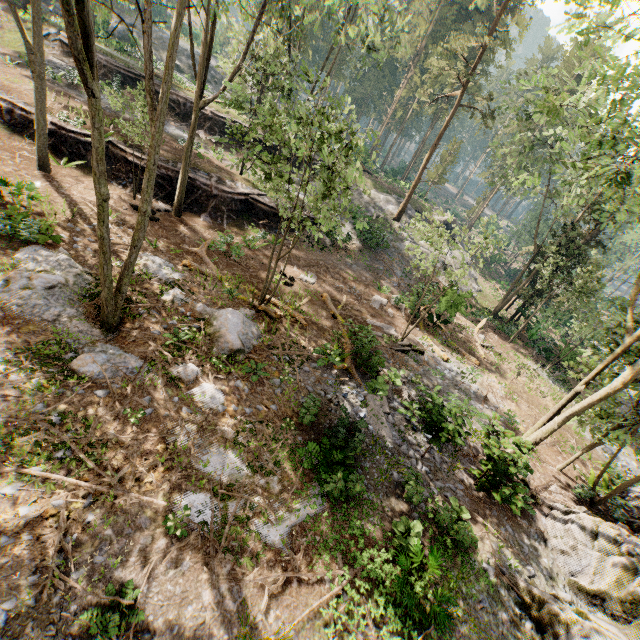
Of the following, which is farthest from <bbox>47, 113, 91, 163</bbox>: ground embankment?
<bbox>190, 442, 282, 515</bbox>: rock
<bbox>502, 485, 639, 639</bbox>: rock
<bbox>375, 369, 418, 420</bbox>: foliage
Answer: <bbox>502, 485, 639, 639</bbox>: rock

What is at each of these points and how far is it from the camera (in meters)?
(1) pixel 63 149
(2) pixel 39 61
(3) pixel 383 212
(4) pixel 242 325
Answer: (1) ground embankment, 18.39
(2) foliage, 14.43
(3) rock, 32.91
(4) rock, 12.55

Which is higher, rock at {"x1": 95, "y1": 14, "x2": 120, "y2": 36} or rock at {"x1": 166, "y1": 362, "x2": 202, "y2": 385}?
rock at {"x1": 95, "y1": 14, "x2": 120, "y2": 36}

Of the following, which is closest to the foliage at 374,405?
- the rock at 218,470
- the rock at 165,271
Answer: the rock at 218,470

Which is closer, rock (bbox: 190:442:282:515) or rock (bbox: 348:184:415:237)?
rock (bbox: 190:442:282:515)

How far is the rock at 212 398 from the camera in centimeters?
973cm

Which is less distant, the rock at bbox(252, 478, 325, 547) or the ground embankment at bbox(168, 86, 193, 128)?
the rock at bbox(252, 478, 325, 547)

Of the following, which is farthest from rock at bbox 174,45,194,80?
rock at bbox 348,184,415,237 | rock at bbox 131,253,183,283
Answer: rock at bbox 131,253,183,283
